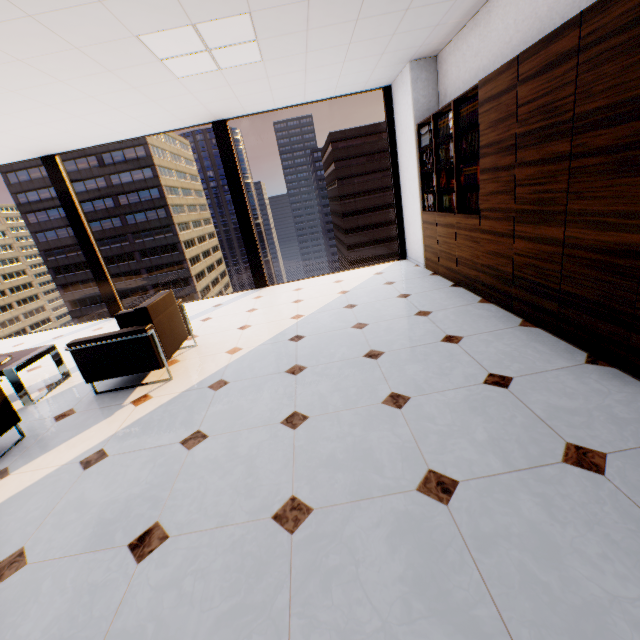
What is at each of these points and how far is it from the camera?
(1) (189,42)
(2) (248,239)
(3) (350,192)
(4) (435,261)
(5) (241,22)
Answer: (1) light, 3.0 meters
(2) window, 6.2 meters
(3) building, 58.8 meters
(4) book, 5.0 meters
(5) light, 2.8 meters

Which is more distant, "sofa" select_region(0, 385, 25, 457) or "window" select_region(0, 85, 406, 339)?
"window" select_region(0, 85, 406, 339)

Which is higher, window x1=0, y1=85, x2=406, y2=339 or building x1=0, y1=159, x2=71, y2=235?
building x1=0, y1=159, x2=71, y2=235

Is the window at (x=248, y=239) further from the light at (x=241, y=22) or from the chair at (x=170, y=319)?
the chair at (x=170, y=319)

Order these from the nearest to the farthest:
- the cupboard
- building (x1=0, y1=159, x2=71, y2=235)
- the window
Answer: the cupboard < the window < building (x1=0, y1=159, x2=71, y2=235)

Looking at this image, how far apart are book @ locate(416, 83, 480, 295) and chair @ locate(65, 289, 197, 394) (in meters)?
3.54

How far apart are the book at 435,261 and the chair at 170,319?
3.5 meters

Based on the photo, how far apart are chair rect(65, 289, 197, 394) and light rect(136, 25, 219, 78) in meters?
2.3
